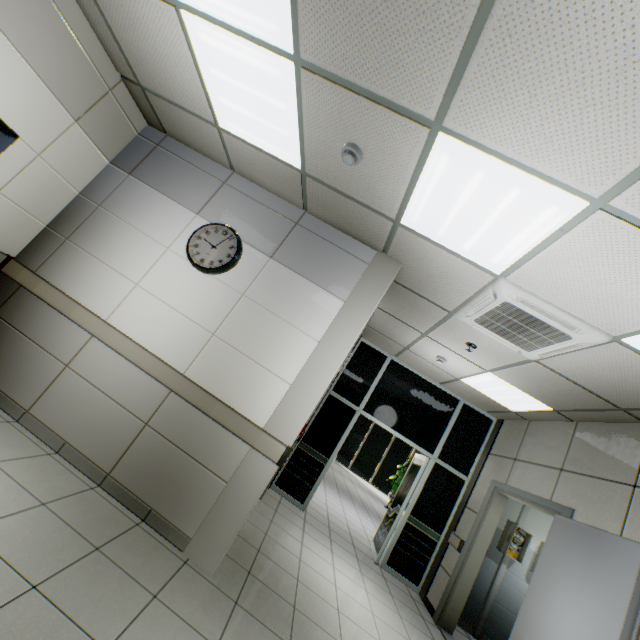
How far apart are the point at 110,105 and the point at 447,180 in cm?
363

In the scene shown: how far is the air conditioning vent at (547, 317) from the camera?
2.7 meters

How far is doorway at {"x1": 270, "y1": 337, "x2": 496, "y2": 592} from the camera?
5.6m

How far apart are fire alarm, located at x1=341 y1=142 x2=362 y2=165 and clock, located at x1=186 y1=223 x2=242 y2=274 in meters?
1.4

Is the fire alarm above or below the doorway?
above

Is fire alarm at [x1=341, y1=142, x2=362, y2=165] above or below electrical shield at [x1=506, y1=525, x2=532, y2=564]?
above

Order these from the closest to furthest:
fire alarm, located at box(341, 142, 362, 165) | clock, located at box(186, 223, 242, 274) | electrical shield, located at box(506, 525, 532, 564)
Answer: fire alarm, located at box(341, 142, 362, 165)
clock, located at box(186, 223, 242, 274)
electrical shield, located at box(506, 525, 532, 564)

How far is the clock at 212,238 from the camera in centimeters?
333cm
